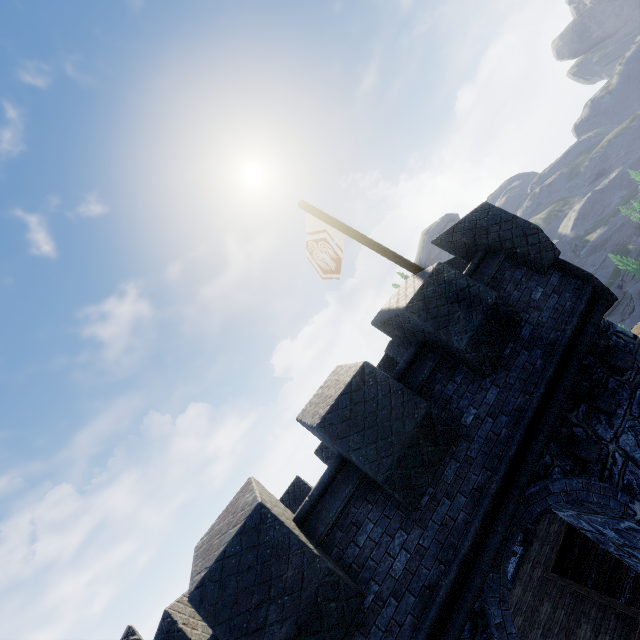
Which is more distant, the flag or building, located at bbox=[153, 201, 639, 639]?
the flag

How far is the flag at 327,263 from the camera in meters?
8.2

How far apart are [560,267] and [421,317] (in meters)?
3.46

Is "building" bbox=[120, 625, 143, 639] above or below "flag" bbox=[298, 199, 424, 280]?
below

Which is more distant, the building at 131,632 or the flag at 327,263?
the flag at 327,263

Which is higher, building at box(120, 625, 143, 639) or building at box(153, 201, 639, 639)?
building at box(120, 625, 143, 639)
